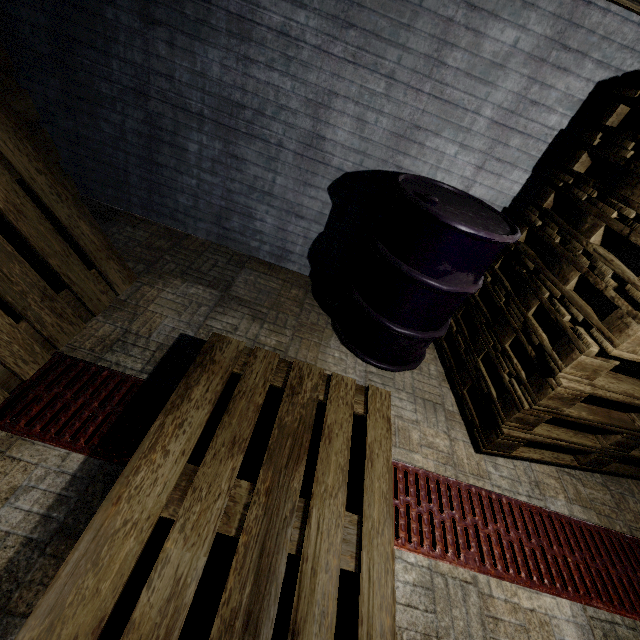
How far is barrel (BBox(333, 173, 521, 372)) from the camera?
1.6m

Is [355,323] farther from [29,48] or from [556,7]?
[29,48]

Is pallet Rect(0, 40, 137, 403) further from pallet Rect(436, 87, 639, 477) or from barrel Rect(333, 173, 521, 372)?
pallet Rect(436, 87, 639, 477)

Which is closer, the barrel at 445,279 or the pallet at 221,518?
the pallet at 221,518

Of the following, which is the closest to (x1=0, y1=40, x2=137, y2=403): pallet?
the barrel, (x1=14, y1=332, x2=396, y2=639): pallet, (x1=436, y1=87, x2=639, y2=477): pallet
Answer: (x1=14, y1=332, x2=396, y2=639): pallet

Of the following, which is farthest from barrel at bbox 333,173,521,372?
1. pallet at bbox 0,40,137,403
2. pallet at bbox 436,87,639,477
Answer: pallet at bbox 0,40,137,403

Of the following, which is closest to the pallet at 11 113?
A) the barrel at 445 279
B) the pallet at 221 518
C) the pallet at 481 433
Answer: the pallet at 221 518
